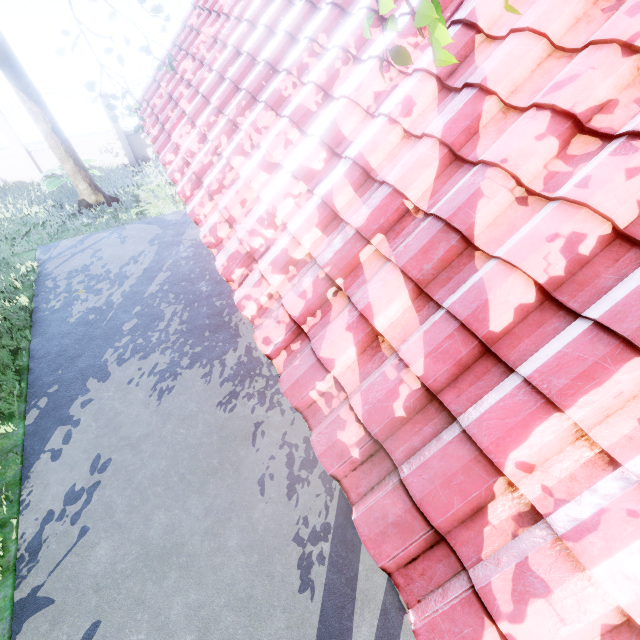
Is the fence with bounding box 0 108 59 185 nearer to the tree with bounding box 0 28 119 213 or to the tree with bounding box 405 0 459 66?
the tree with bounding box 0 28 119 213

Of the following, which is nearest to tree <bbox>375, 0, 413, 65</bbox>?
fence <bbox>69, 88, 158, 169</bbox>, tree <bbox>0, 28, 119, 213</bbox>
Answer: tree <bbox>0, 28, 119, 213</bbox>

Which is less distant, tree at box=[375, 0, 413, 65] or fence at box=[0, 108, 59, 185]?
tree at box=[375, 0, 413, 65]

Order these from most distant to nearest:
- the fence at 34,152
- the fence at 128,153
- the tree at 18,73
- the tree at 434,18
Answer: the fence at 128,153 → the fence at 34,152 → the tree at 18,73 → the tree at 434,18

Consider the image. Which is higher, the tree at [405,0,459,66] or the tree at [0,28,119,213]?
the tree at [405,0,459,66]

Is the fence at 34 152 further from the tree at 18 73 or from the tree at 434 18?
the tree at 434 18

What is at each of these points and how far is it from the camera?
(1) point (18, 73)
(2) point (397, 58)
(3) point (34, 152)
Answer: (1) tree, 8.27m
(2) tree, 1.71m
(3) fence, 11.65m
